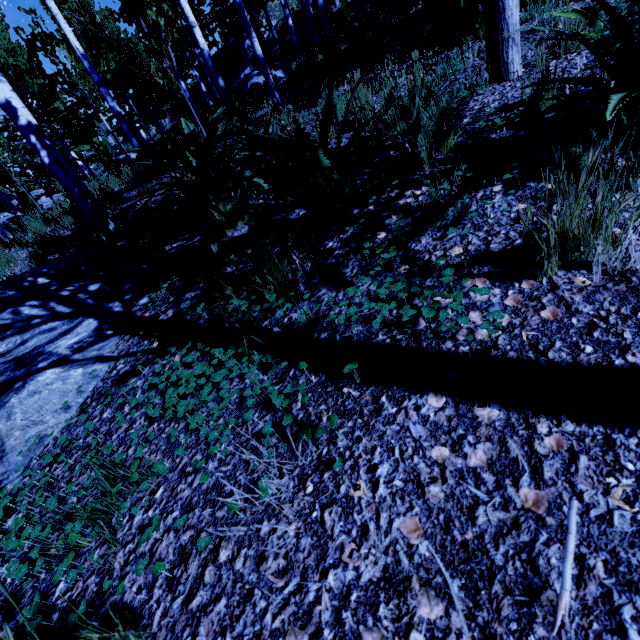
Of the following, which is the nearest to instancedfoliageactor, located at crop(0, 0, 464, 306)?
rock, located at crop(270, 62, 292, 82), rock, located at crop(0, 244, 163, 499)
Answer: rock, located at crop(0, 244, 163, 499)

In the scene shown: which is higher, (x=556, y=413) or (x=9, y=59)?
(x=9, y=59)

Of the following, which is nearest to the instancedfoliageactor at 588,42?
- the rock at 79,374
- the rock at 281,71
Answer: the rock at 79,374

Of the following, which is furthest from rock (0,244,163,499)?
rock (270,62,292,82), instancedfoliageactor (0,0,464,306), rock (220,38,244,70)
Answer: rock (220,38,244,70)

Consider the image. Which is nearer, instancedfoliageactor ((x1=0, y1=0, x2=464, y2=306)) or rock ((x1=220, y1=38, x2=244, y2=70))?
instancedfoliageactor ((x1=0, y1=0, x2=464, y2=306))

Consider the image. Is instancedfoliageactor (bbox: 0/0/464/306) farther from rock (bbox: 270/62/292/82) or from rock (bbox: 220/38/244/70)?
rock (bbox: 270/62/292/82)
